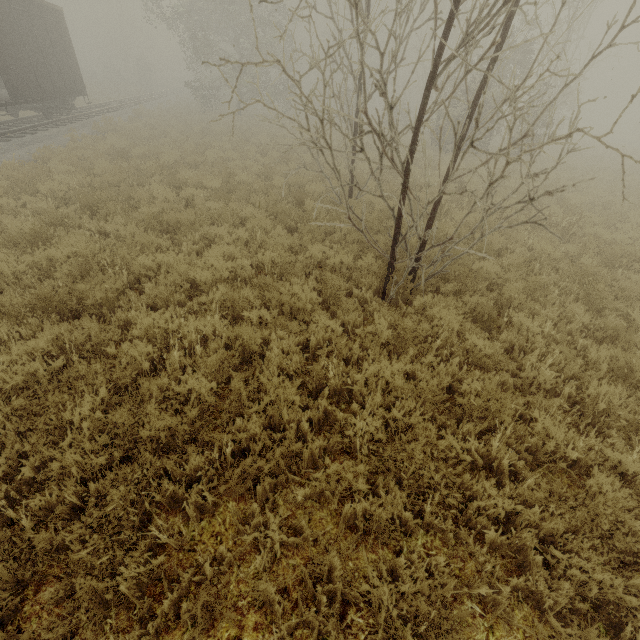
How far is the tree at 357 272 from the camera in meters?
6.1

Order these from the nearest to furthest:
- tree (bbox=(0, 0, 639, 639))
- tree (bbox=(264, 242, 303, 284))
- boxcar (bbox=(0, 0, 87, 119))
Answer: tree (bbox=(0, 0, 639, 639)) < tree (bbox=(264, 242, 303, 284)) < boxcar (bbox=(0, 0, 87, 119))

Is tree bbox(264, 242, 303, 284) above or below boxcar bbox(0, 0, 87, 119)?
below

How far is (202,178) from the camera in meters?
10.1

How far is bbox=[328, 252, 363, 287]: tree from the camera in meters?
6.1
